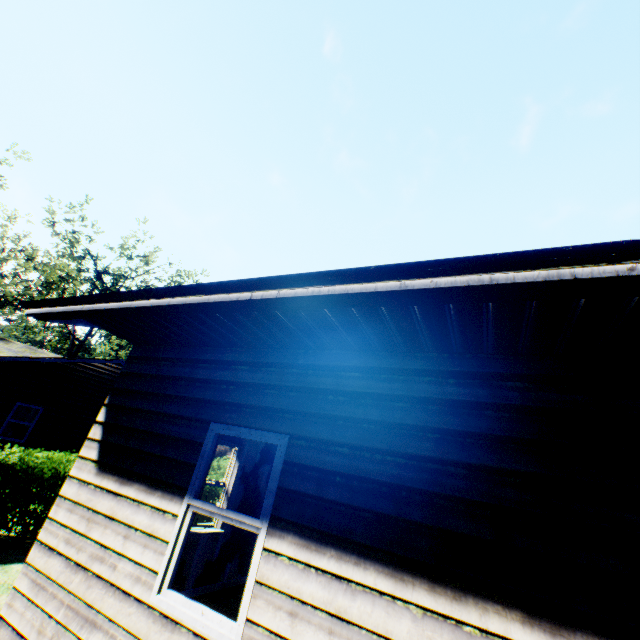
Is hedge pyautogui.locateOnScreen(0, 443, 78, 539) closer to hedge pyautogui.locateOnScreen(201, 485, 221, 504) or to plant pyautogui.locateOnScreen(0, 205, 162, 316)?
hedge pyautogui.locateOnScreen(201, 485, 221, 504)

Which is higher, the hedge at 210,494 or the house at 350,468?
the house at 350,468

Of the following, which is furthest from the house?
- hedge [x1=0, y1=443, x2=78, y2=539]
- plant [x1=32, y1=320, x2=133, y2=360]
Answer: plant [x1=32, y1=320, x2=133, y2=360]

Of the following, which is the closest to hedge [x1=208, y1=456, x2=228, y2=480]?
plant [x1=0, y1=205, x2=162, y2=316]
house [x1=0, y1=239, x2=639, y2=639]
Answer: plant [x1=0, y1=205, x2=162, y2=316]

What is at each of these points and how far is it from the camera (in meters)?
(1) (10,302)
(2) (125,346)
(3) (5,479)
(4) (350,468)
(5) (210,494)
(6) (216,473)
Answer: (1) plant, 58.97
(2) plant, 39.25
(3) hedge, 8.70
(4) house, 2.76
(5) hedge, 14.98
(6) hedge, 27.56

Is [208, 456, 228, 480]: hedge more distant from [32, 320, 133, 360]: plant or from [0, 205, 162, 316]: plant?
[32, 320, 133, 360]: plant

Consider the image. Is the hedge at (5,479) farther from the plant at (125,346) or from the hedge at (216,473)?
the plant at (125,346)

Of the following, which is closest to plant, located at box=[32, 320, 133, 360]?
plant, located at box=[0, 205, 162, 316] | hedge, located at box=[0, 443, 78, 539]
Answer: plant, located at box=[0, 205, 162, 316]
